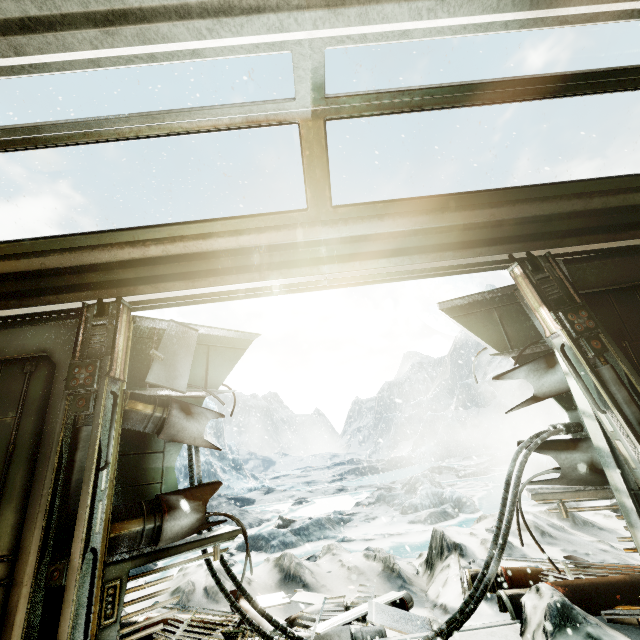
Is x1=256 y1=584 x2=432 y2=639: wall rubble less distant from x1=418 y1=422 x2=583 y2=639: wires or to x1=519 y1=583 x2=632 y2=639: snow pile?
x1=418 y1=422 x2=583 y2=639: wires

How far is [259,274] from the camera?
2.7m

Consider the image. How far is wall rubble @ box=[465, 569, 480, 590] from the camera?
3.33m

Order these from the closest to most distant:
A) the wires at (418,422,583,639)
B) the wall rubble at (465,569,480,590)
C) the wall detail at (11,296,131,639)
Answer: the wall detail at (11,296,131,639) < the wires at (418,422,583,639) < the wall rubble at (465,569,480,590)

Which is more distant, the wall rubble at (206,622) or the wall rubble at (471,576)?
the wall rubble at (471,576)

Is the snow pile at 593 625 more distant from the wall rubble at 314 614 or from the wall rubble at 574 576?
the wall rubble at 314 614

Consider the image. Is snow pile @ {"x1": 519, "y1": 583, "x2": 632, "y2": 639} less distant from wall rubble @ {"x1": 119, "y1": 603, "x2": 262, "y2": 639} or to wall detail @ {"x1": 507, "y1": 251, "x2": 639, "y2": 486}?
wall detail @ {"x1": 507, "y1": 251, "x2": 639, "y2": 486}

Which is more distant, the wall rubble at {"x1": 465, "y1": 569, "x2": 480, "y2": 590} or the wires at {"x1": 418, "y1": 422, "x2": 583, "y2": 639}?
the wall rubble at {"x1": 465, "y1": 569, "x2": 480, "y2": 590}
